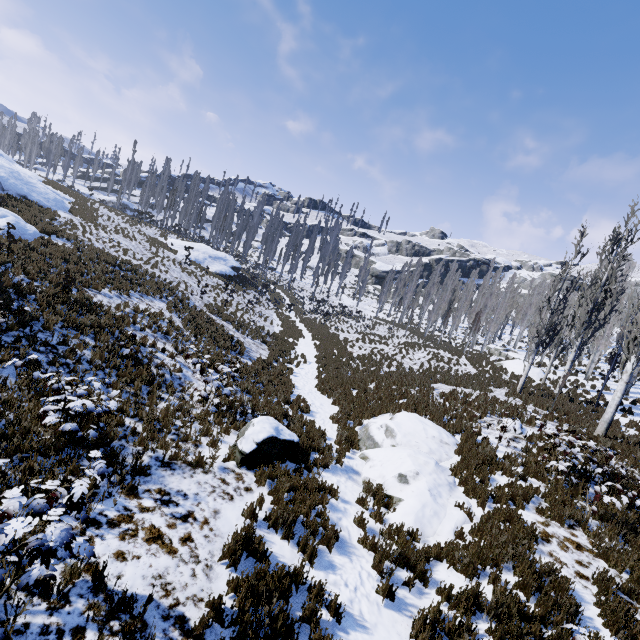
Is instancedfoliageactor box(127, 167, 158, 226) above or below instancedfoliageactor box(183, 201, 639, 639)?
above

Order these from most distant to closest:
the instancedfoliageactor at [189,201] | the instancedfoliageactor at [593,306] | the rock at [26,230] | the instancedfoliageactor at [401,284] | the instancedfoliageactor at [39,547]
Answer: the instancedfoliageactor at [401,284], the instancedfoliageactor at [189,201], the rock at [26,230], the instancedfoliageactor at [593,306], the instancedfoliageactor at [39,547]

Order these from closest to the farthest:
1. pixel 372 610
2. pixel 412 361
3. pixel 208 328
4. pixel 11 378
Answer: pixel 372 610 < pixel 11 378 < pixel 208 328 < pixel 412 361

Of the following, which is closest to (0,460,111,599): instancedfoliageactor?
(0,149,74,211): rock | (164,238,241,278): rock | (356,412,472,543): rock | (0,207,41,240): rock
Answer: (164,238,241,278): rock

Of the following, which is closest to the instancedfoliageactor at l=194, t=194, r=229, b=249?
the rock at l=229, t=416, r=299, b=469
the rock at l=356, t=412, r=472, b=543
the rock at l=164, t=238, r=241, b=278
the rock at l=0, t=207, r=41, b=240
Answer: the rock at l=164, t=238, r=241, b=278

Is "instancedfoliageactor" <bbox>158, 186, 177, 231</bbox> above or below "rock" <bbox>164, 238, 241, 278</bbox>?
above

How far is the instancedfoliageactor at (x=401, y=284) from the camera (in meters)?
56.30

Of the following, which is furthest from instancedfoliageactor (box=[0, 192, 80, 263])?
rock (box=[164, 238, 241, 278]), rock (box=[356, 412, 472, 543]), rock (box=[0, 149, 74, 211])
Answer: rock (box=[0, 149, 74, 211])
